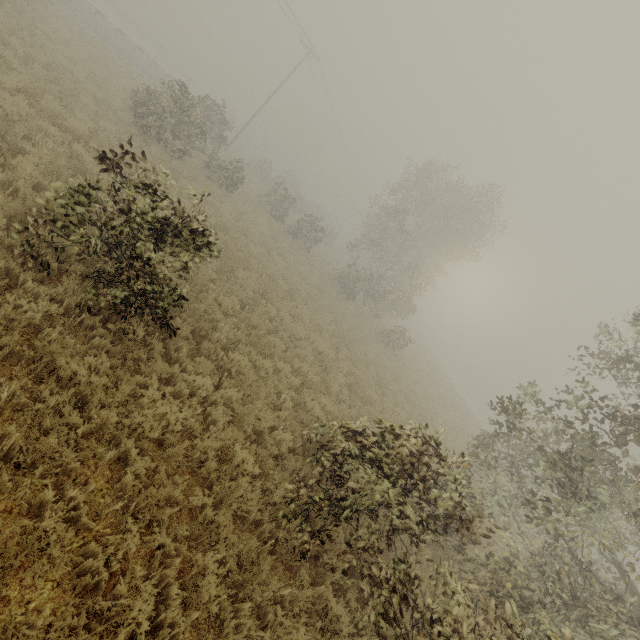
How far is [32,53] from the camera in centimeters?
1113cm

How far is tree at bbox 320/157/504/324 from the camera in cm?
2444

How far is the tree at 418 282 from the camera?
24.4m
